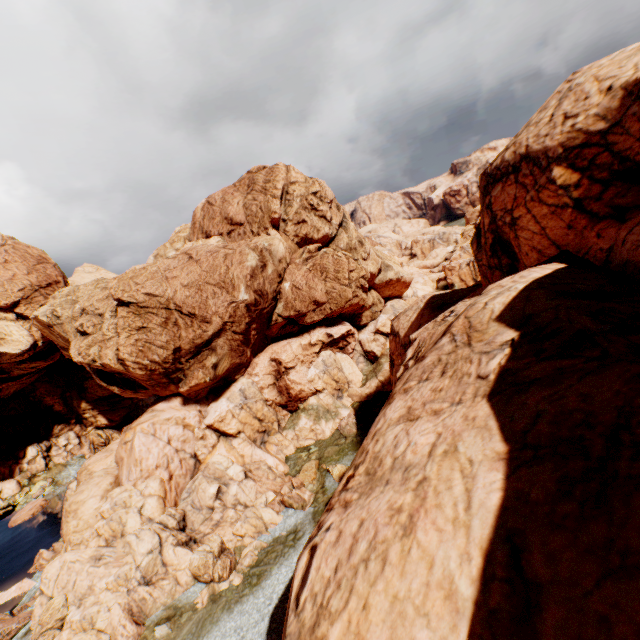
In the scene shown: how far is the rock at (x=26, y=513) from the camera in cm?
4181

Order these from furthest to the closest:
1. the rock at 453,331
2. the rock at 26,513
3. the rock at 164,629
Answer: the rock at 26,513 < the rock at 164,629 < the rock at 453,331

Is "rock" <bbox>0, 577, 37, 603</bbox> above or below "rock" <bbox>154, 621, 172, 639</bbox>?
below

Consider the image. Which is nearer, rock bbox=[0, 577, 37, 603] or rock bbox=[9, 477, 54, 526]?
rock bbox=[0, 577, 37, 603]

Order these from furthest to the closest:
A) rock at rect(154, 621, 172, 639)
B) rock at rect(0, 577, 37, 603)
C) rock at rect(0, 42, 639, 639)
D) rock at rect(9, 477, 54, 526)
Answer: rock at rect(9, 477, 54, 526) < rock at rect(0, 577, 37, 603) < rock at rect(154, 621, 172, 639) < rock at rect(0, 42, 639, 639)

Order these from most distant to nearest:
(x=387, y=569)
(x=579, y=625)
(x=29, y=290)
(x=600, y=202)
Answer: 1. (x=29, y=290)
2. (x=600, y=202)
3. (x=387, y=569)
4. (x=579, y=625)
